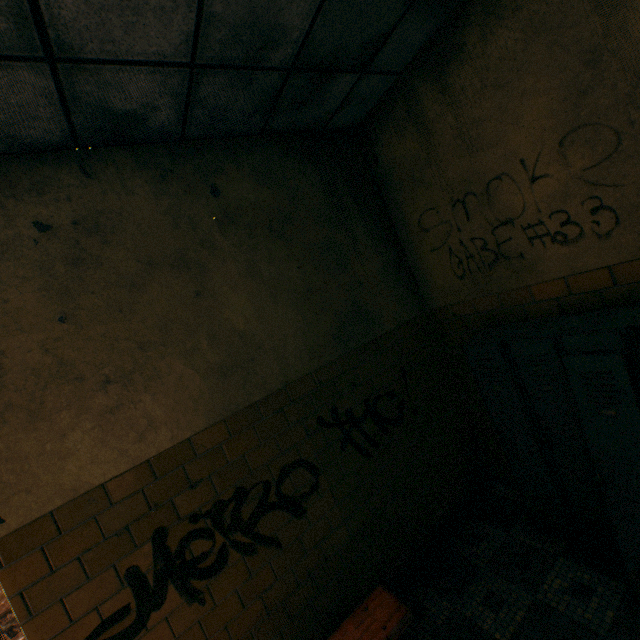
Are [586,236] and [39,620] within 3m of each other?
no
